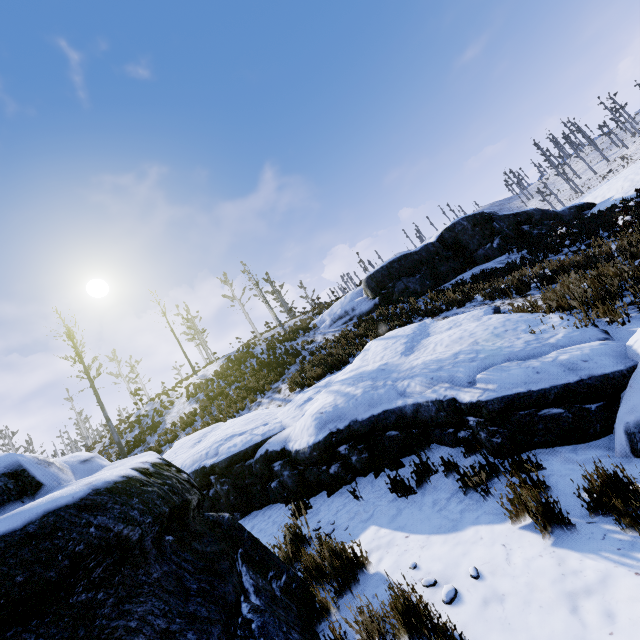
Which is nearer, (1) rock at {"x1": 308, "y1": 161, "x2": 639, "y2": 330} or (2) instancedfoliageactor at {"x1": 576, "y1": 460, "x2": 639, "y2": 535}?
(2) instancedfoliageactor at {"x1": 576, "y1": 460, "x2": 639, "y2": 535}

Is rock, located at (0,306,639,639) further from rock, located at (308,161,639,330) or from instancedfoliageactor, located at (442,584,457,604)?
rock, located at (308,161,639,330)

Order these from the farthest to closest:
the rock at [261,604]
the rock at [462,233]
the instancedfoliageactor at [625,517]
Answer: the rock at [462,233] → the instancedfoliageactor at [625,517] → the rock at [261,604]

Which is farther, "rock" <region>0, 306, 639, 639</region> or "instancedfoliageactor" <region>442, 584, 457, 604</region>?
"instancedfoliageactor" <region>442, 584, 457, 604</region>

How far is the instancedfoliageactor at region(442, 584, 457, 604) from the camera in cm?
283

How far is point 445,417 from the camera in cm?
479

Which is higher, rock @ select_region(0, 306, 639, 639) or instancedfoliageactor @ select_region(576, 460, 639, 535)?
rock @ select_region(0, 306, 639, 639)

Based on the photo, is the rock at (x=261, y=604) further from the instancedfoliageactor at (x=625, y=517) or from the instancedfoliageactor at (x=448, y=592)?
the instancedfoliageactor at (x=448, y=592)
